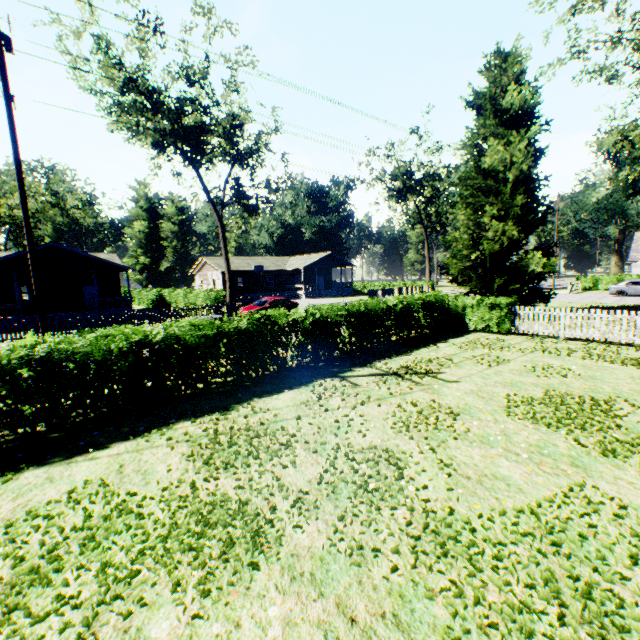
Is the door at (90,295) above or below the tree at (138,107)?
below

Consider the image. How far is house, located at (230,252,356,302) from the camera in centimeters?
4578cm

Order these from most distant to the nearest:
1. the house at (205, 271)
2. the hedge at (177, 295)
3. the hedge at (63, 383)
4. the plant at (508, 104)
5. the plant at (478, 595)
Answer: the house at (205, 271), the hedge at (177, 295), the plant at (508, 104), the hedge at (63, 383), the plant at (478, 595)

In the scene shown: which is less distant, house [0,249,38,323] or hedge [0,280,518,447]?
hedge [0,280,518,447]

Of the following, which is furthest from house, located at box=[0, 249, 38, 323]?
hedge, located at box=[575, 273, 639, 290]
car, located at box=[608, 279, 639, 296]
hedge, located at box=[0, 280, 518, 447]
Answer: hedge, located at box=[575, 273, 639, 290]

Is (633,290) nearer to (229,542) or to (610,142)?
(610,142)

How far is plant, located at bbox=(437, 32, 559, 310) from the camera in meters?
18.5 m

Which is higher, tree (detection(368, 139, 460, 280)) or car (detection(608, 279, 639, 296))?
tree (detection(368, 139, 460, 280))
